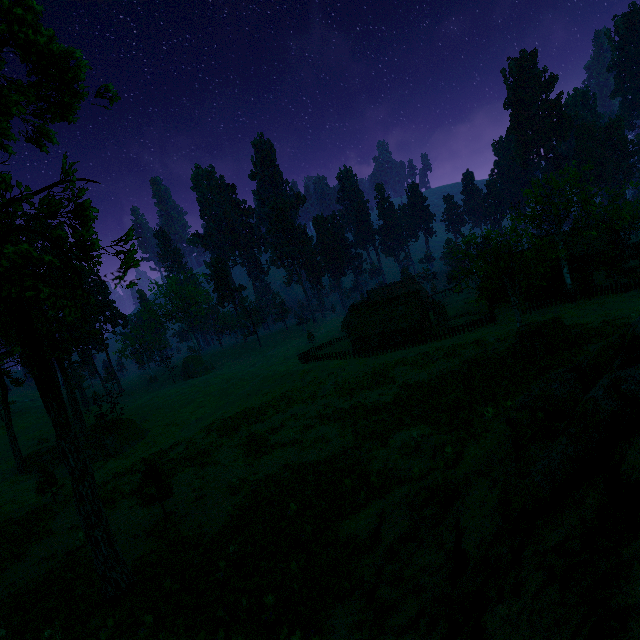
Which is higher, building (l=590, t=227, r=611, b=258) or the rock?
the rock

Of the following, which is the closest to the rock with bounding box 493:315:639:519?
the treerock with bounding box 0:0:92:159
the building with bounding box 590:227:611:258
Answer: the treerock with bounding box 0:0:92:159

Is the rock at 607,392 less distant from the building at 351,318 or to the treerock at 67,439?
the treerock at 67,439

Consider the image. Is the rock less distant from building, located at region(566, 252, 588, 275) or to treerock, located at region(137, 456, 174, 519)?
treerock, located at region(137, 456, 174, 519)

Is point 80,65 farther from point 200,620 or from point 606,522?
point 200,620

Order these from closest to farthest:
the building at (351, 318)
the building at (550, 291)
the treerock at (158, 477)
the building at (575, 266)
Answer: the treerock at (158, 477) → the building at (550, 291) → the building at (575, 266) → the building at (351, 318)
